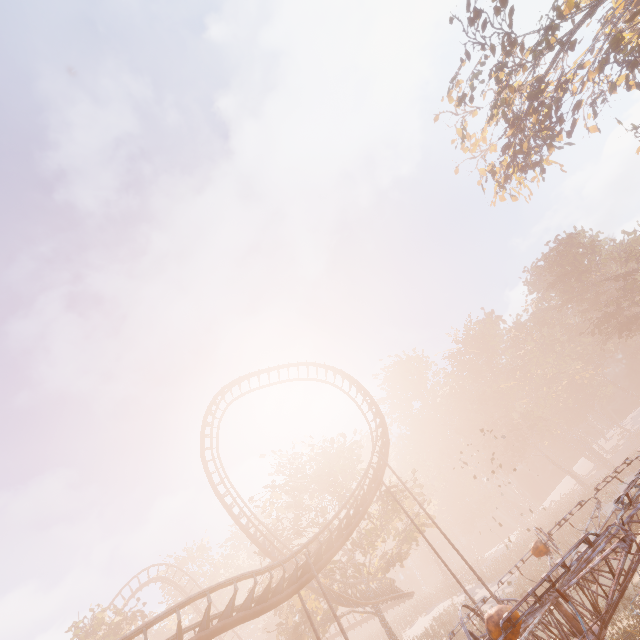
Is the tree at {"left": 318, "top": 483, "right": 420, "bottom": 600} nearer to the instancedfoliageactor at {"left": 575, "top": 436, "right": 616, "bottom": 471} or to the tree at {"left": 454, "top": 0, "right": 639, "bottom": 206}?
the instancedfoliageactor at {"left": 575, "top": 436, "right": 616, "bottom": 471}

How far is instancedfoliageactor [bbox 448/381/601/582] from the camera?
43.3m

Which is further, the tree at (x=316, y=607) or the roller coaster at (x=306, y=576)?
the tree at (x=316, y=607)

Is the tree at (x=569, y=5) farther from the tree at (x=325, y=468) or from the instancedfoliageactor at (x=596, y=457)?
the tree at (x=325, y=468)

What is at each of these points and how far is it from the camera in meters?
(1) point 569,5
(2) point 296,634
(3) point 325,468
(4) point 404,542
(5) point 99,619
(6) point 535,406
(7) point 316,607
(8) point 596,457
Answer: (1) tree, 17.9
(2) tree, 22.9
(3) tree, 29.4
(4) tree, 27.3
(5) tree, 24.2
(6) instancedfoliageactor, 56.8
(7) tree, 25.8
(8) instancedfoliageactor, 57.0

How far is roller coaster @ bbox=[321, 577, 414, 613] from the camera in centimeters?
2290cm

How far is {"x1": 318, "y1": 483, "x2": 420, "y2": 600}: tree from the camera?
24.02m
